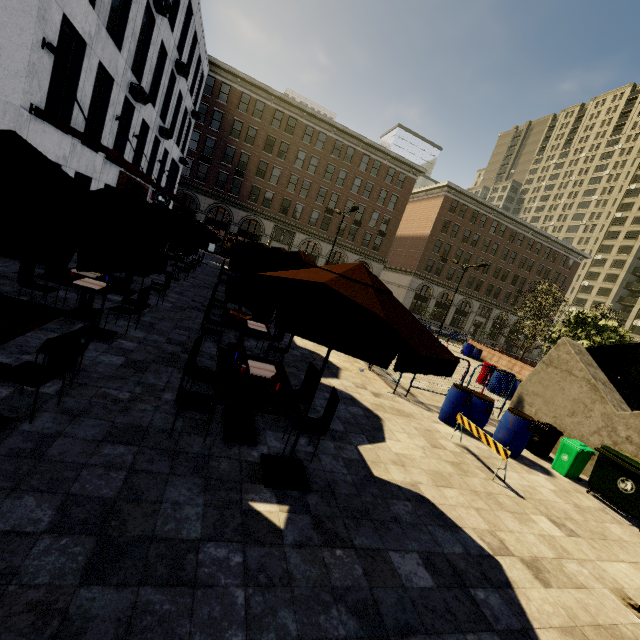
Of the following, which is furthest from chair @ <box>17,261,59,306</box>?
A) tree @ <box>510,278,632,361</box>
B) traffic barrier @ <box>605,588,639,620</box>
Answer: tree @ <box>510,278,632,361</box>

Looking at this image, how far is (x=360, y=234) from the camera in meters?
44.0 m

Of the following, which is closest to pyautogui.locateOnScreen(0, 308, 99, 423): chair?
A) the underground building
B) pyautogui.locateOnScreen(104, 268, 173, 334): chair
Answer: pyautogui.locateOnScreen(104, 268, 173, 334): chair

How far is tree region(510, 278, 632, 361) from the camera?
18.8m

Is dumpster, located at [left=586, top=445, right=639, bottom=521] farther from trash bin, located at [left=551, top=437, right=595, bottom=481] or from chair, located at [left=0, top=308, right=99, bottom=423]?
chair, located at [left=0, top=308, right=99, bottom=423]

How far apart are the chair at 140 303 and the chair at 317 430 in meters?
5.0 m

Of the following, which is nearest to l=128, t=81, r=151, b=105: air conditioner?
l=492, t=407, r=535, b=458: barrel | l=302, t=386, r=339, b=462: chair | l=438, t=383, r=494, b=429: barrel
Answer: l=302, t=386, r=339, b=462: chair

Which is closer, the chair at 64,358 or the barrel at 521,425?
the chair at 64,358
